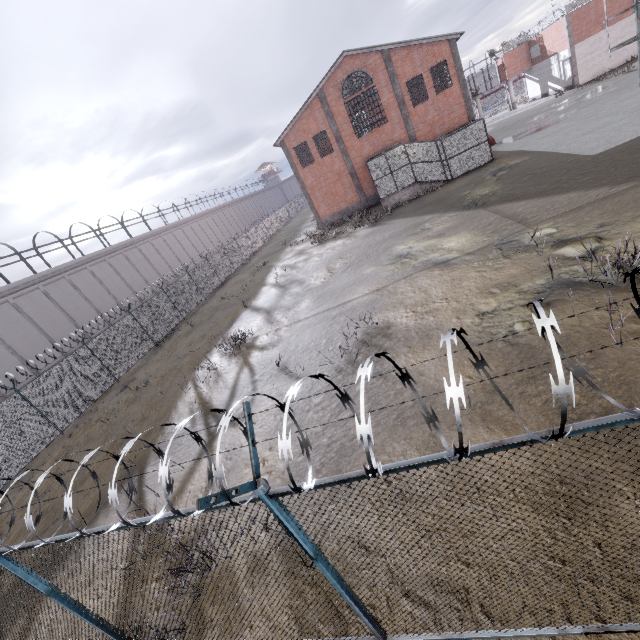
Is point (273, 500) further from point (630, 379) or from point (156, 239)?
point (156, 239)
